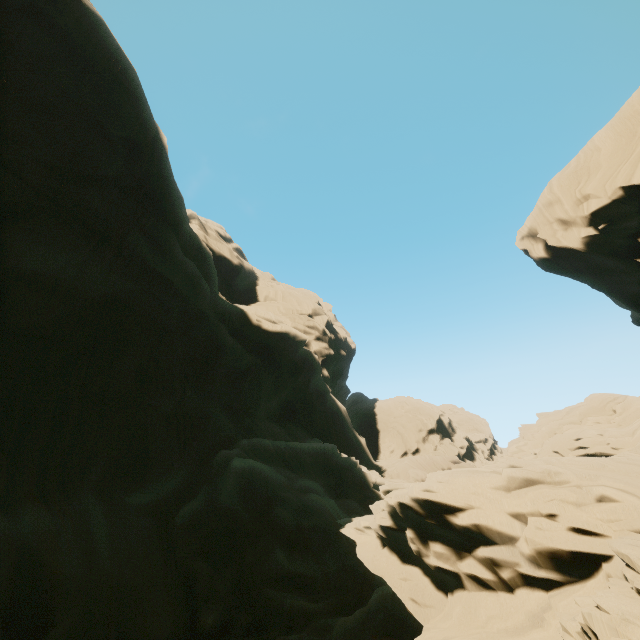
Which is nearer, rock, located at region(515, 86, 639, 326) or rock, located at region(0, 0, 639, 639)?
rock, located at region(0, 0, 639, 639)

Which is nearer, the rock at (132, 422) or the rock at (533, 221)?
the rock at (132, 422)

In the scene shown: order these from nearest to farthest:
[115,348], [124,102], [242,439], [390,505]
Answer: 1. [390,505]
2. [115,348]
3. [124,102]
4. [242,439]
